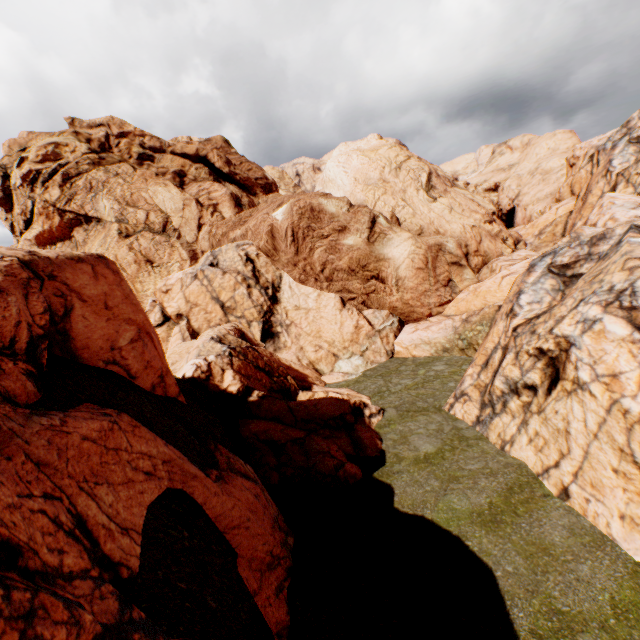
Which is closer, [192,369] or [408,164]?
[192,369]
